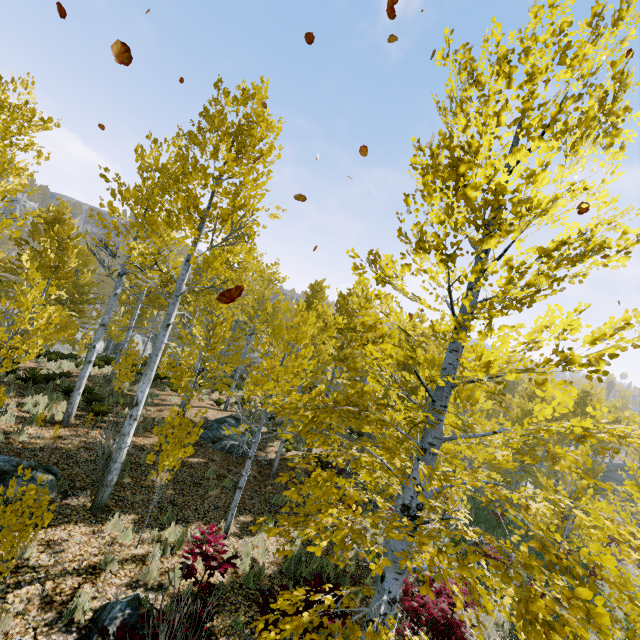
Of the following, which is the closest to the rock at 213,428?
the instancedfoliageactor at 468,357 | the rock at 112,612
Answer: the instancedfoliageactor at 468,357

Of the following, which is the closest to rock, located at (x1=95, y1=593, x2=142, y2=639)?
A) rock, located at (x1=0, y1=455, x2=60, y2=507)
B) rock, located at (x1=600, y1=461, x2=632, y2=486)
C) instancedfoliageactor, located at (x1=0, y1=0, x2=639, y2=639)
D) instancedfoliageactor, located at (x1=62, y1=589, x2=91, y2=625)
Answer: instancedfoliageactor, located at (x1=62, y1=589, x2=91, y2=625)

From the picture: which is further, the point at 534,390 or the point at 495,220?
the point at 534,390

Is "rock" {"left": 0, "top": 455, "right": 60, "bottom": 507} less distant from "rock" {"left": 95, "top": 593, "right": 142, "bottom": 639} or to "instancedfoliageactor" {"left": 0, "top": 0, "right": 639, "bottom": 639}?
"instancedfoliageactor" {"left": 0, "top": 0, "right": 639, "bottom": 639}

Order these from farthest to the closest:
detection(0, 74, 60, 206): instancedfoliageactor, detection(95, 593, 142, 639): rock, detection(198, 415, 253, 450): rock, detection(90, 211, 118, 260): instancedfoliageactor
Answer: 1. detection(198, 415, 253, 450): rock
2. detection(90, 211, 118, 260): instancedfoliageactor
3. detection(0, 74, 60, 206): instancedfoliageactor
4. detection(95, 593, 142, 639): rock

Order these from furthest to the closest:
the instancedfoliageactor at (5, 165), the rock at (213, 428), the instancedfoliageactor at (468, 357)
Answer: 1. the rock at (213, 428)
2. the instancedfoliageactor at (5, 165)
3. the instancedfoliageactor at (468, 357)

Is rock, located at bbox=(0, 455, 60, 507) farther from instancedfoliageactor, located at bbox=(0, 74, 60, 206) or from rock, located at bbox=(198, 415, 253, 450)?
rock, located at bbox=(198, 415, 253, 450)

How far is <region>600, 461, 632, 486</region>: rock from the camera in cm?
3591
